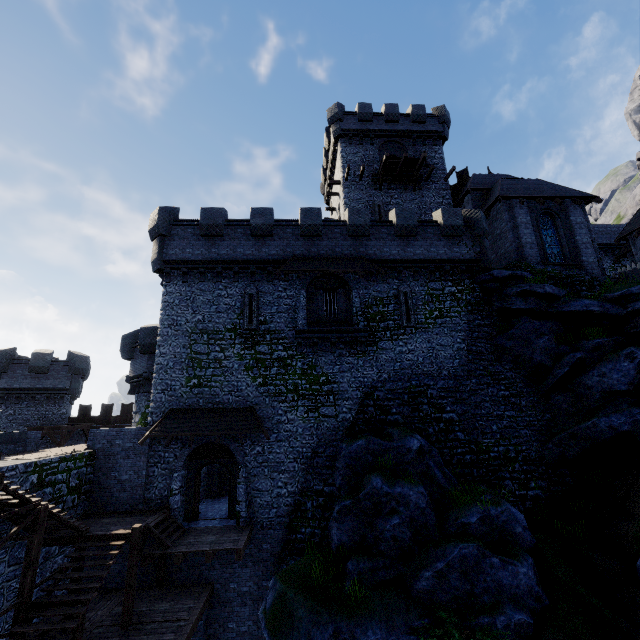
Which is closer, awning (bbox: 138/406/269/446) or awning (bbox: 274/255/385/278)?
awning (bbox: 138/406/269/446)

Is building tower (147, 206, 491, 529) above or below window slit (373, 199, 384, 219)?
below

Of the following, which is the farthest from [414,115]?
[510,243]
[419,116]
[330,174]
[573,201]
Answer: [510,243]

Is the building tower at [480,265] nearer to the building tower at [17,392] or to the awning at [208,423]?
the awning at [208,423]

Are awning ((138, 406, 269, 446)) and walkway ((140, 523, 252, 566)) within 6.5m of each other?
yes

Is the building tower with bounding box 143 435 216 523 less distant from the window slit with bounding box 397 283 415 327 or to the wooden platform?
the window slit with bounding box 397 283 415 327

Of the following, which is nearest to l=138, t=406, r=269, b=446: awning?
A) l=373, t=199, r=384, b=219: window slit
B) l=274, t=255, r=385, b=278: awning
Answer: l=274, t=255, r=385, b=278: awning

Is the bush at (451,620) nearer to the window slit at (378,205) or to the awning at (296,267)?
the awning at (296,267)
